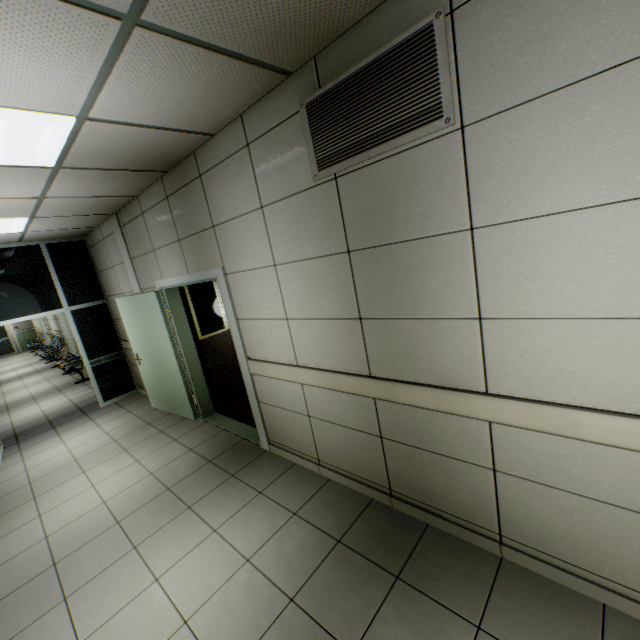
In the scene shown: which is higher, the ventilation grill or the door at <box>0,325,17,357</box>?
the ventilation grill

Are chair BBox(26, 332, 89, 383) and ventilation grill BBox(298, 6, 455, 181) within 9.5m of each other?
no

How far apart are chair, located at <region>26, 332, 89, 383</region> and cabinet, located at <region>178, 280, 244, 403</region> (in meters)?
9.63

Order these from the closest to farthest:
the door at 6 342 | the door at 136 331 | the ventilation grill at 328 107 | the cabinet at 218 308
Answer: the ventilation grill at 328 107, the door at 136 331, the cabinet at 218 308, the door at 6 342

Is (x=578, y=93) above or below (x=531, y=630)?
above

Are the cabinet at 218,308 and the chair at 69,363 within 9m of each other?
no

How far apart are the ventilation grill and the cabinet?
3.4m

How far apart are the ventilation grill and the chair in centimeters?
1320cm
